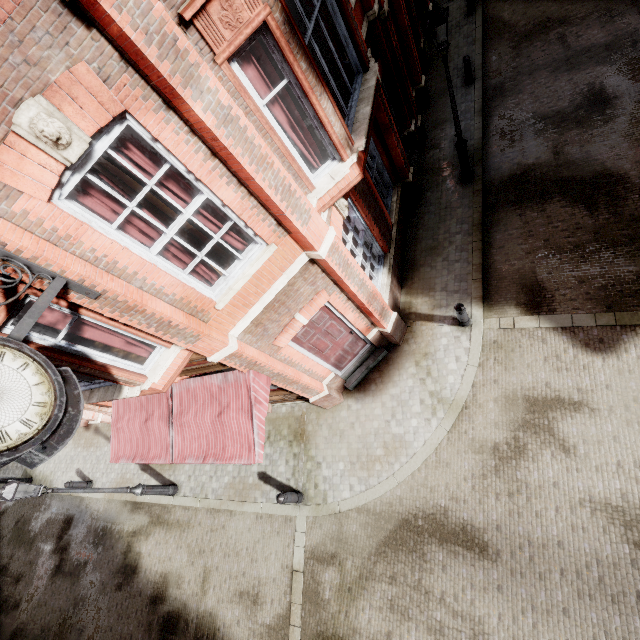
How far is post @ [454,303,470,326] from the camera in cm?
757

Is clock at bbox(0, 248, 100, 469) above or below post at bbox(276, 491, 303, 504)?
above

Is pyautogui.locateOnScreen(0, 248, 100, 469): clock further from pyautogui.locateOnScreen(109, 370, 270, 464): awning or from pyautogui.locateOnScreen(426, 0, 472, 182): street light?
pyautogui.locateOnScreen(426, 0, 472, 182): street light

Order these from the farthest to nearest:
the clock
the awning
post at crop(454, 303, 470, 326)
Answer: post at crop(454, 303, 470, 326), the awning, the clock

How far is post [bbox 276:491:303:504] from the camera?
7.89m

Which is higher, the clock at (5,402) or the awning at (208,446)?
the clock at (5,402)

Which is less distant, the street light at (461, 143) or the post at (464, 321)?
the street light at (461, 143)

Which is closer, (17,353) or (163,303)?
(17,353)
